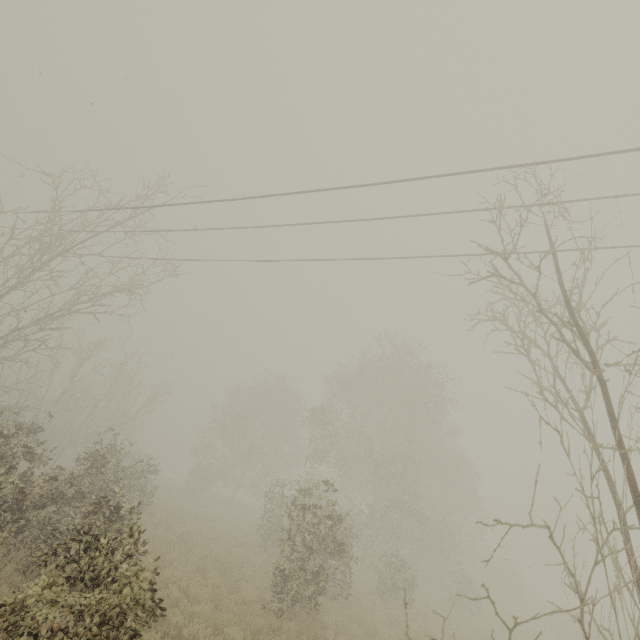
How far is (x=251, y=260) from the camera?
11.9m
